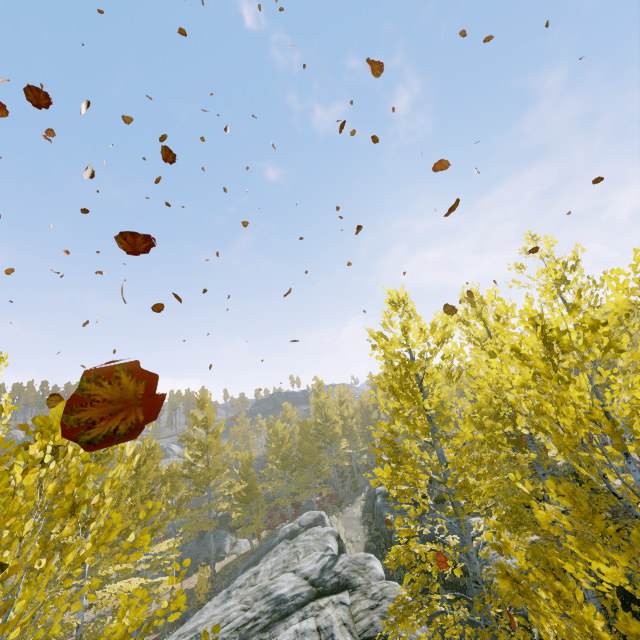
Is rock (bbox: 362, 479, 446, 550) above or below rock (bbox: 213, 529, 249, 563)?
above

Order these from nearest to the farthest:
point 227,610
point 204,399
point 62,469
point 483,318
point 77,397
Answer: point 77,397
point 483,318
point 227,610
point 204,399
point 62,469

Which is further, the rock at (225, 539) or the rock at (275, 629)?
the rock at (225, 539)

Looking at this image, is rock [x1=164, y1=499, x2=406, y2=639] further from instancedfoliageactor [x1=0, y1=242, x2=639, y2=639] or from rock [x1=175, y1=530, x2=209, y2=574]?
rock [x1=175, y1=530, x2=209, y2=574]

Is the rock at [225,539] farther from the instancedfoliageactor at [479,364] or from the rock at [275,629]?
the rock at [275,629]

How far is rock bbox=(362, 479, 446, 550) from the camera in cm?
1616

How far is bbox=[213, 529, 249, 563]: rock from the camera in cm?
2617
